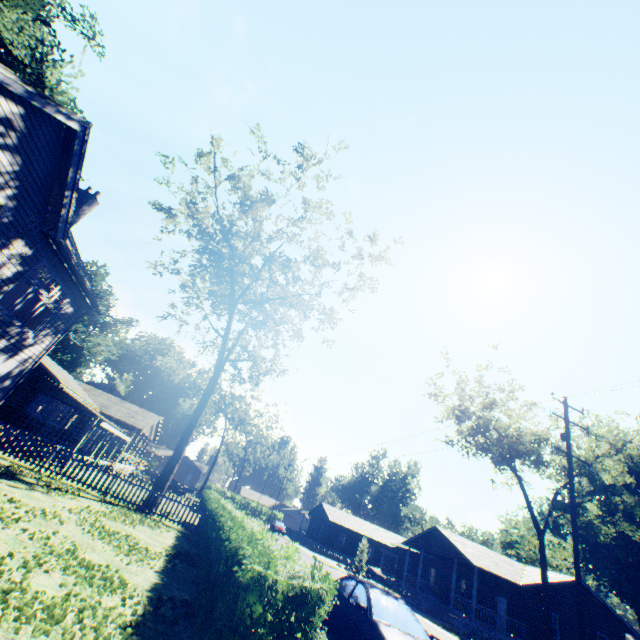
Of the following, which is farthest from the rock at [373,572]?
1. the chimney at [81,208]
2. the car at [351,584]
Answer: the chimney at [81,208]

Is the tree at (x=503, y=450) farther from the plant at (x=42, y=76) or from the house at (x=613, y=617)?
the plant at (x=42, y=76)

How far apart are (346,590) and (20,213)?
14.2 meters

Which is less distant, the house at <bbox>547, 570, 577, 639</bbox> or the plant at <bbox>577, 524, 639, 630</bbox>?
the house at <bbox>547, 570, 577, 639</bbox>

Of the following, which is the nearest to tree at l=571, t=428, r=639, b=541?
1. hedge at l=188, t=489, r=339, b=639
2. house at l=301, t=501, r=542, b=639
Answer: hedge at l=188, t=489, r=339, b=639

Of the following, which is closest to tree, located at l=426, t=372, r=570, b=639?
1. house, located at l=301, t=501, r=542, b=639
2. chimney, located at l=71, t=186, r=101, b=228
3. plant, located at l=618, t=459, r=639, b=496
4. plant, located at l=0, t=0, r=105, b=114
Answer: house, located at l=301, t=501, r=542, b=639

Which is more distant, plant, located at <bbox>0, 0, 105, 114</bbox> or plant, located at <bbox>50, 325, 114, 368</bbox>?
plant, located at <bbox>50, 325, 114, 368</bbox>

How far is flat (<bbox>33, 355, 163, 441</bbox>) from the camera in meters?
23.0
